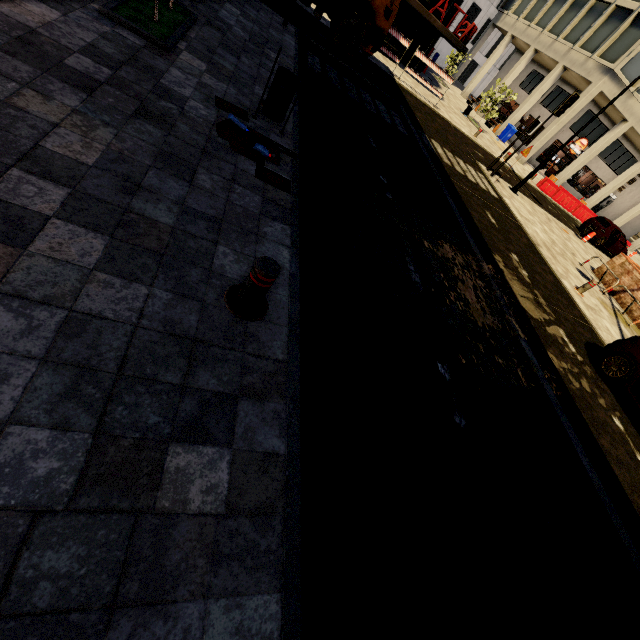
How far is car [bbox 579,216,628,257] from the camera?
20.2 meters

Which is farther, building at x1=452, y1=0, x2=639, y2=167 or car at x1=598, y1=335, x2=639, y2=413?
building at x1=452, y1=0, x2=639, y2=167

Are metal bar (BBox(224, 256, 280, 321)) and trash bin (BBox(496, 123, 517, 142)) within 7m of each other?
no

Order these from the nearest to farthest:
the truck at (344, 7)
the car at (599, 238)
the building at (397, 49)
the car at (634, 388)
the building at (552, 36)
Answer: the car at (634, 388) < the truck at (344, 7) < the building at (397, 49) < the car at (599, 238) < the building at (552, 36)

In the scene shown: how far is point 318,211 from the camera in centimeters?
505cm

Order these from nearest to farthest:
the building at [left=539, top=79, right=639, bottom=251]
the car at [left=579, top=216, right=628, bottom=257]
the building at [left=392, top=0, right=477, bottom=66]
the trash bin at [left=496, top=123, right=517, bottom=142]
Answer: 1. the building at [left=392, top=0, right=477, bottom=66]
2. the car at [left=579, top=216, right=628, bottom=257]
3. the building at [left=539, top=79, right=639, bottom=251]
4. the trash bin at [left=496, top=123, right=517, bottom=142]

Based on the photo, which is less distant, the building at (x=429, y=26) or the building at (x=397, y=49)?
the building at (x=429, y=26)

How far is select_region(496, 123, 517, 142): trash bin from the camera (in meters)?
27.90
